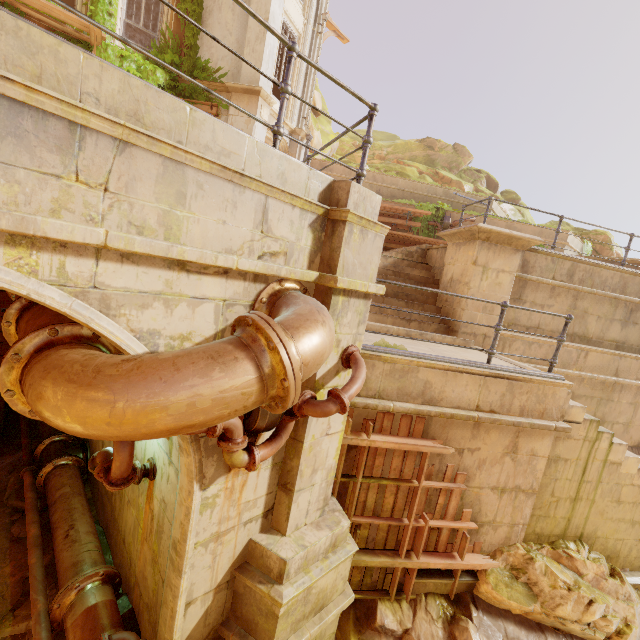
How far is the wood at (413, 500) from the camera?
4.54m

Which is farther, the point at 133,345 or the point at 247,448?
the point at 247,448

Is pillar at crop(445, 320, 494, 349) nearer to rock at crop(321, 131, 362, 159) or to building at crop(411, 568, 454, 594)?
building at crop(411, 568, 454, 594)

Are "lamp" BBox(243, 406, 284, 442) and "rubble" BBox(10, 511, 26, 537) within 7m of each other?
yes

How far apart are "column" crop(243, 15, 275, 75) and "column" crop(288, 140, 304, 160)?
1.6m

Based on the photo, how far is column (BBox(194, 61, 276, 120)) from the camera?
10.6m

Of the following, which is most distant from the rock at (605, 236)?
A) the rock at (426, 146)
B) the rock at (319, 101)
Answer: the rock at (319, 101)

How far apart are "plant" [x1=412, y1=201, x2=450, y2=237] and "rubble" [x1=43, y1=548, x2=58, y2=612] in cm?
1506
